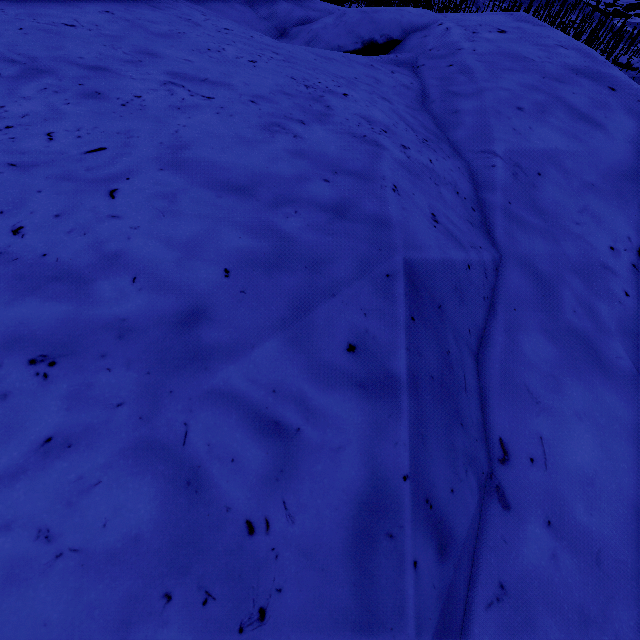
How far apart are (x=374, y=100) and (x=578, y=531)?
2.90m
